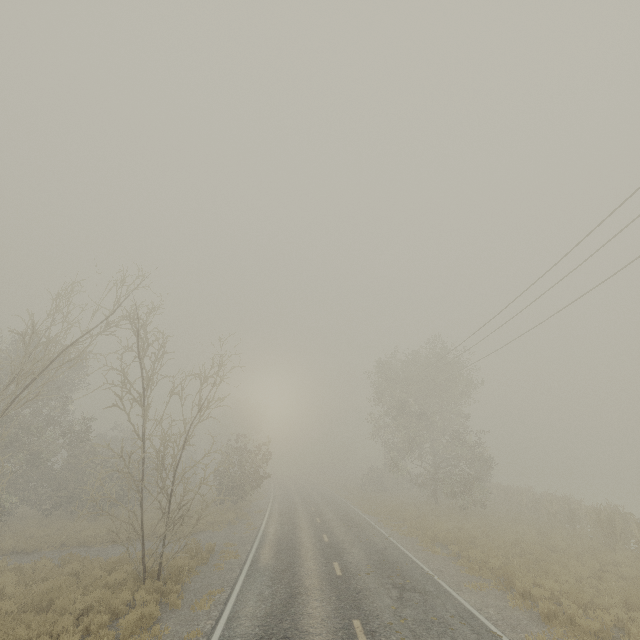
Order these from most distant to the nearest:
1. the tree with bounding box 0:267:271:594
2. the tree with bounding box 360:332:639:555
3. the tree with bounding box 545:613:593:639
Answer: the tree with bounding box 360:332:639:555 → the tree with bounding box 0:267:271:594 → the tree with bounding box 545:613:593:639

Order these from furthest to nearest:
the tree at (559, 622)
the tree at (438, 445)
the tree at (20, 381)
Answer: the tree at (438, 445) → the tree at (20, 381) → the tree at (559, 622)

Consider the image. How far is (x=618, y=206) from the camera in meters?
9.8 m

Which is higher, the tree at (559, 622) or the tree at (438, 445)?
the tree at (438, 445)

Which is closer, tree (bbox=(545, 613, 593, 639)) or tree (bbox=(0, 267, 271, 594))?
tree (bbox=(545, 613, 593, 639))

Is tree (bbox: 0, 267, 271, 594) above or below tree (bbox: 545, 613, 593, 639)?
above
